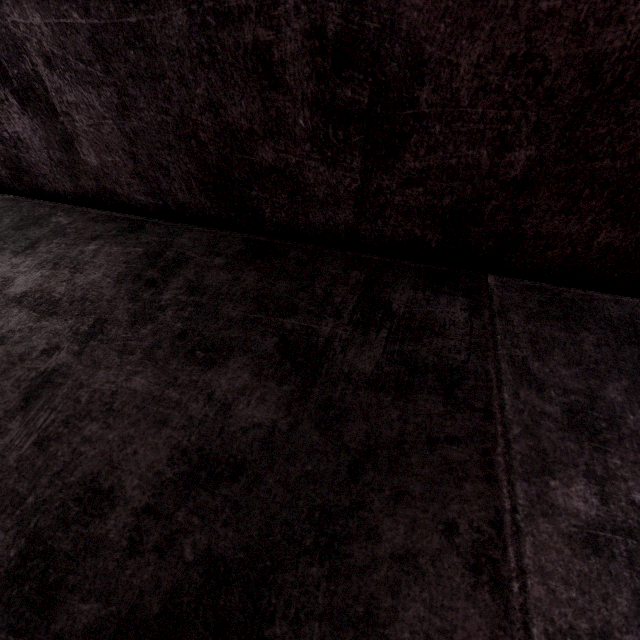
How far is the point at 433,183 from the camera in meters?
0.9 m
